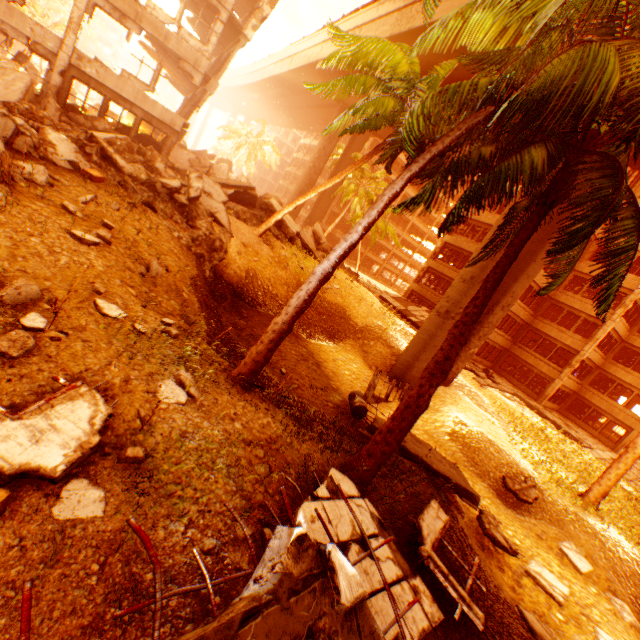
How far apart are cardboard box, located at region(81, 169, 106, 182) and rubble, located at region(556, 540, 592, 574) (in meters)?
18.48

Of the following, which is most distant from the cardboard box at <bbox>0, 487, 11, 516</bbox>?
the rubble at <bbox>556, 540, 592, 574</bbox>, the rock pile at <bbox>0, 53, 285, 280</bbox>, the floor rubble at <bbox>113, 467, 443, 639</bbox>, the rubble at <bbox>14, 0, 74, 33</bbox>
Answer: the rubble at <bbox>556, 540, 592, 574</bbox>

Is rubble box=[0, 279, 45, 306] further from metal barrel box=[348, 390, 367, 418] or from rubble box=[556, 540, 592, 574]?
rubble box=[556, 540, 592, 574]

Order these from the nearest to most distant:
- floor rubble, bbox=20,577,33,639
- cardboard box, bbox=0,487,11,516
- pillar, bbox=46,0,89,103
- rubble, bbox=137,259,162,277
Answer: floor rubble, bbox=20,577,33,639 < cardboard box, bbox=0,487,11,516 < rubble, bbox=137,259,162,277 < pillar, bbox=46,0,89,103

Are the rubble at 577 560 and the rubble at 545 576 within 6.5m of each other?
yes

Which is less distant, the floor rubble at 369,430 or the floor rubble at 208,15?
the floor rubble at 369,430

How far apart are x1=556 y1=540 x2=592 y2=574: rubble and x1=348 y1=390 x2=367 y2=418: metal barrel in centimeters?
763cm

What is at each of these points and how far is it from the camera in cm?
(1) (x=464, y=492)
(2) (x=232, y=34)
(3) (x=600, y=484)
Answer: (1) floor rubble, 886
(2) floor rubble, 1719
(3) rubble, 1278
